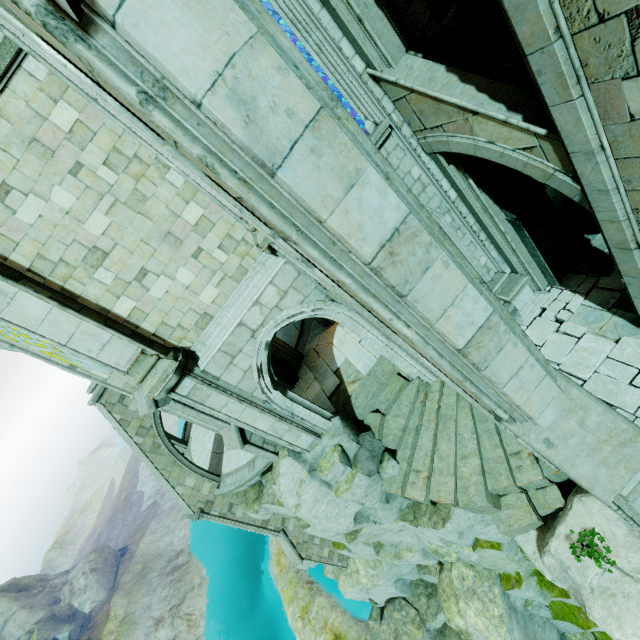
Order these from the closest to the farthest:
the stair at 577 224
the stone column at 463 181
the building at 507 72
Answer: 1. the stone column at 463 181
2. the stair at 577 224
3. the building at 507 72

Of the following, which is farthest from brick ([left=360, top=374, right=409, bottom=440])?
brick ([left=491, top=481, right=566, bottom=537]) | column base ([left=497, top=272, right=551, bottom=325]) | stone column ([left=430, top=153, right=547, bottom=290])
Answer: stone column ([left=430, top=153, right=547, bottom=290])

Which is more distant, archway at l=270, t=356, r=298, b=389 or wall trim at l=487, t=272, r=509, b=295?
archway at l=270, t=356, r=298, b=389

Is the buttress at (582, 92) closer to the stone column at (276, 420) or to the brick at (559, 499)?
the stone column at (276, 420)

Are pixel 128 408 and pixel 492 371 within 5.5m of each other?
no

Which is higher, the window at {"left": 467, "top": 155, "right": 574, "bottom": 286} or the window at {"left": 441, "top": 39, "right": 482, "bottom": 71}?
the window at {"left": 441, "top": 39, "right": 482, "bottom": 71}

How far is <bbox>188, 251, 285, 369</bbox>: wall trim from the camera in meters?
7.5 m

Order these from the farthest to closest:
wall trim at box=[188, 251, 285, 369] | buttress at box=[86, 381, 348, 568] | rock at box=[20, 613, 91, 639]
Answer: rock at box=[20, 613, 91, 639]
buttress at box=[86, 381, 348, 568]
wall trim at box=[188, 251, 285, 369]
